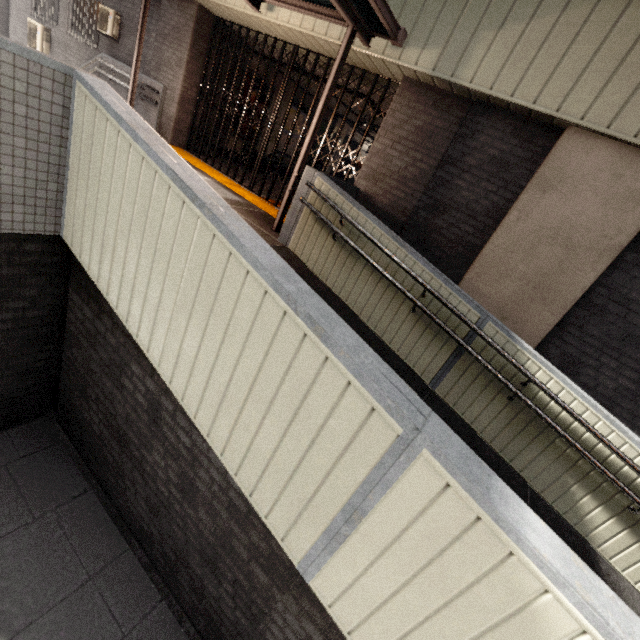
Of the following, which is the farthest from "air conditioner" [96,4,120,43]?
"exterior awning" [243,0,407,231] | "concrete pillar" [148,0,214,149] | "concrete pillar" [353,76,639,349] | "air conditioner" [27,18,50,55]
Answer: "concrete pillar" [353,76,639,349]

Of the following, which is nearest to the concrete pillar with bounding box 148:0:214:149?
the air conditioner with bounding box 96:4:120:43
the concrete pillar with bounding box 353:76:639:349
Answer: the air conditioner with bounding box 96:4:120:43

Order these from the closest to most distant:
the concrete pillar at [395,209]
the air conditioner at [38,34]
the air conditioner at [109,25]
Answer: the concrete pillar at [395,209], the air conditioner at [109,25], the air conditioner at [38,34]

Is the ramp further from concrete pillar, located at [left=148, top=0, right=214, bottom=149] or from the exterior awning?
concrete pillar, located at [left=148, top=0, right=214, bottom=149]

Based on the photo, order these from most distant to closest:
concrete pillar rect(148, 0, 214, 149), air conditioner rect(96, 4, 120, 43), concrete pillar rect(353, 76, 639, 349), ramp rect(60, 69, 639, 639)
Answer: air conditioner rect(96, 4, 120, 43), concrete pillar rect(148, 0, 214, 149), concrete pillar rect(353, 76, 639, 349), ramp rect(60, 69, 639, 639)

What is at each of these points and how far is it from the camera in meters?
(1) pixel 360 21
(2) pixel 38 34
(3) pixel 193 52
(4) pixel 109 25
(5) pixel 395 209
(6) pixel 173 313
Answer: (1) exterior awning, 4.4
(2) air conditioner, 10.4
(3) concrete pillar, 7.5
(4) air conditioner, 8.5
(5) concrete pillar, 5.6
(6) ramp, 2.0

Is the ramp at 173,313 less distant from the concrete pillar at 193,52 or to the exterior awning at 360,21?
the exterior awning at 360,21

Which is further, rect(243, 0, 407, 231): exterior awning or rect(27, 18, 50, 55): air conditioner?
rect(27, 18, 50, 55): air conditioner
